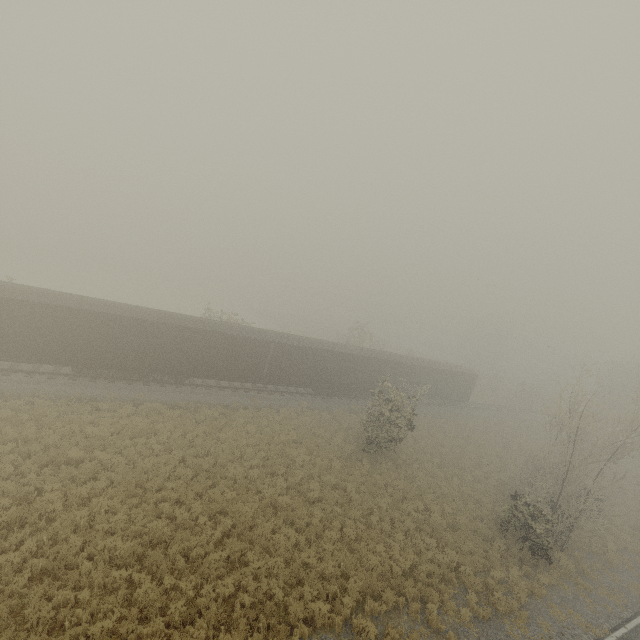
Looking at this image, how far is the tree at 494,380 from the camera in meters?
56.8 m

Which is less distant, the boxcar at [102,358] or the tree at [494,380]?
the boxcar at [102,358]

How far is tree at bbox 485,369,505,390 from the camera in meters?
56.8

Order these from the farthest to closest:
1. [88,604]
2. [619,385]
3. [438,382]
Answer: [619,385] → [438,382] → [88,604]

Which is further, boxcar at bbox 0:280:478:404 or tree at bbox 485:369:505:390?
tree at bbox 485:369:505:390
